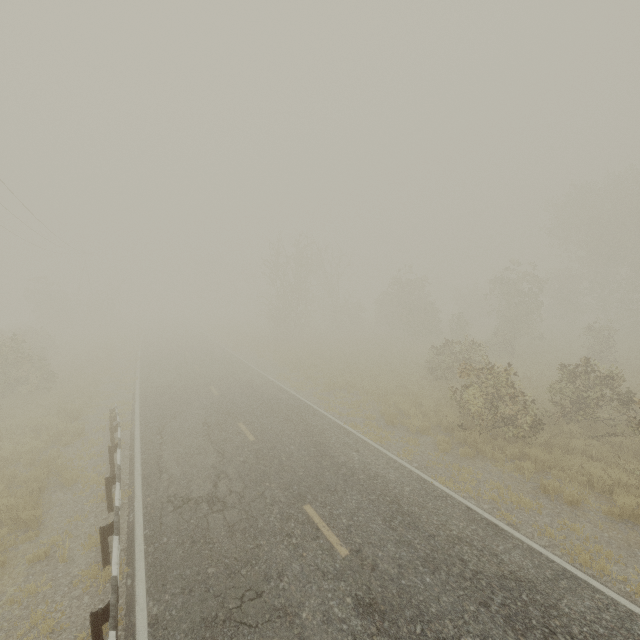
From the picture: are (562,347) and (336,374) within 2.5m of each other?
no

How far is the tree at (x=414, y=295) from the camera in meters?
31.4

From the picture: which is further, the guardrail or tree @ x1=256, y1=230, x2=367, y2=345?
tree @ x1=256, y1=230, x2=367, y2=345

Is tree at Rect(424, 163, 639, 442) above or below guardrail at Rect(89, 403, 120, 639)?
above

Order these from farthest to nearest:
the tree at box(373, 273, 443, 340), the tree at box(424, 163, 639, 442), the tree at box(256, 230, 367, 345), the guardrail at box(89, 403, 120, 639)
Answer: the tree at box(256, 230, 367, 345) → the tree at box(373, 273, 443, 340) → the tree at box(424, 163, 639, 442) → the guardrail at box(89, 403, 120, 639)

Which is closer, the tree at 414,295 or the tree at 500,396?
the tree at 500,396

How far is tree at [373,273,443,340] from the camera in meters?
31.4
